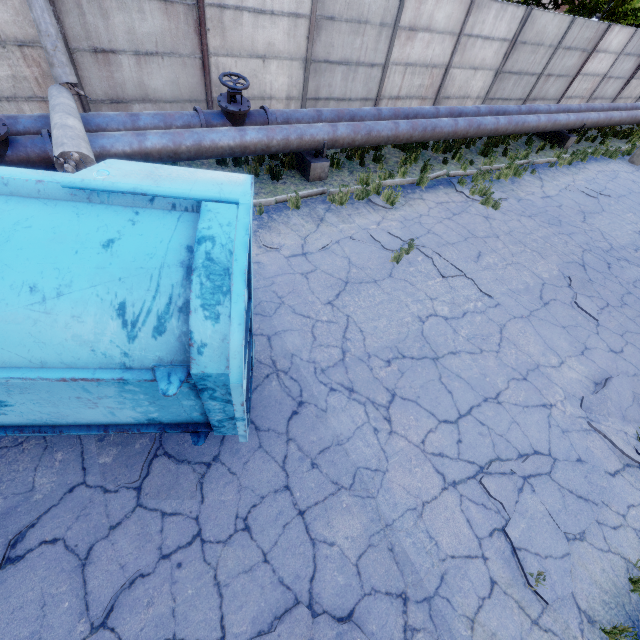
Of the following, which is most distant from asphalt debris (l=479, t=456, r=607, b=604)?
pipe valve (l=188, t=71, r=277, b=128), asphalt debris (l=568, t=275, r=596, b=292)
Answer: pipe valve (l=188, t=71, r=277, b=128)

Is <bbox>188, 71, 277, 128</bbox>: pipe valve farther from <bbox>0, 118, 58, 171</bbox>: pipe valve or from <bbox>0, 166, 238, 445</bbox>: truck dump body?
<bbox>0, 166, 238, 445</bbox>: truck dump body

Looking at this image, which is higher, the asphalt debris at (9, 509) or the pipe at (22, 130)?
the pipe at (22, 130)

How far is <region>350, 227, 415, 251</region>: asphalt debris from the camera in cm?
720

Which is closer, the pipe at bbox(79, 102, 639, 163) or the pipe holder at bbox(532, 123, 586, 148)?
the pipe at bbox(79, 102, 639, 163)

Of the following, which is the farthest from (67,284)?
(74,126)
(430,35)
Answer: (430,35)

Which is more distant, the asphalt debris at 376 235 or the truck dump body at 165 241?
the asphalt debris at 376 235

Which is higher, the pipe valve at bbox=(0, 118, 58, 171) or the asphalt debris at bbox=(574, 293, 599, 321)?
the pipe valve at bbox=(0, 118, 58, 171)
